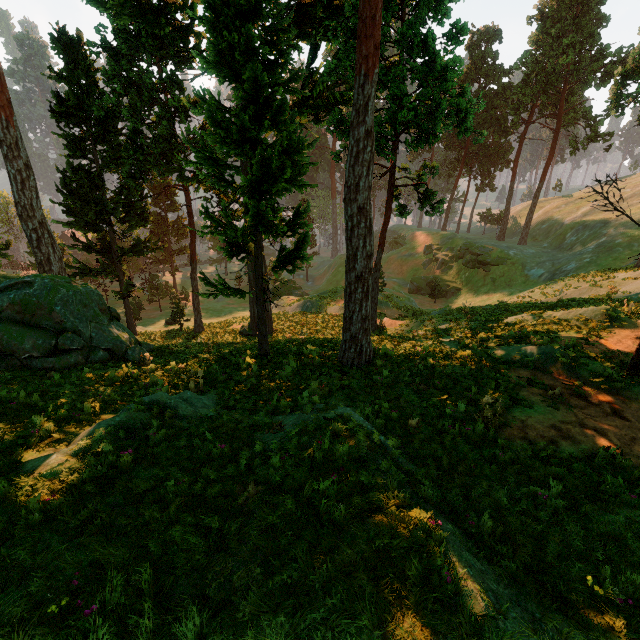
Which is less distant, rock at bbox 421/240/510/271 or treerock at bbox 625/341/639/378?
treerock at bbox 625/341/639/378

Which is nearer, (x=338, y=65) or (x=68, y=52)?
(x=338, y=65)

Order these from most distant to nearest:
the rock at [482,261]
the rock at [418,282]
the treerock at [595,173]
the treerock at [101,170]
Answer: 1. the rock at [418,282]
2. the rock at [482,261]
3. the treerock at [101,170]
4. the treerock at [595,173]

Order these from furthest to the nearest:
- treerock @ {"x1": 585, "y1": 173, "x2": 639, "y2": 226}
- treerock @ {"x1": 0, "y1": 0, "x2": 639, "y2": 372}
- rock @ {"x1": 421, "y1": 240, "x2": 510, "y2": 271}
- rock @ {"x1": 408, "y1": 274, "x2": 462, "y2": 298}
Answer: rock @ {"x1": 408, "y1": 274, "x2": 462, "y2": 298} < rock @ {"x1": 421, "y1": 240, "x2": 510, "y2": 271} < treerock @ {"x1": 0, "y1": 0, "x2": 639, "y2": 372} < treerock @ {"x1": 585, "y1": 173, "x2": 639, "y2": 226}

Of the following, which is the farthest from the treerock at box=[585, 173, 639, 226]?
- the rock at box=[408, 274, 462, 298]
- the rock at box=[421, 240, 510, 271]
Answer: the rock at box=[408, 274, 462, 298]

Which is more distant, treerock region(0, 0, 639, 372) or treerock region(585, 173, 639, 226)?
treerock region(0, 0, 639, 372)

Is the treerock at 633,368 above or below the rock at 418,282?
above

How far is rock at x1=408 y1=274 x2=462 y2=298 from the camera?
46.09m
